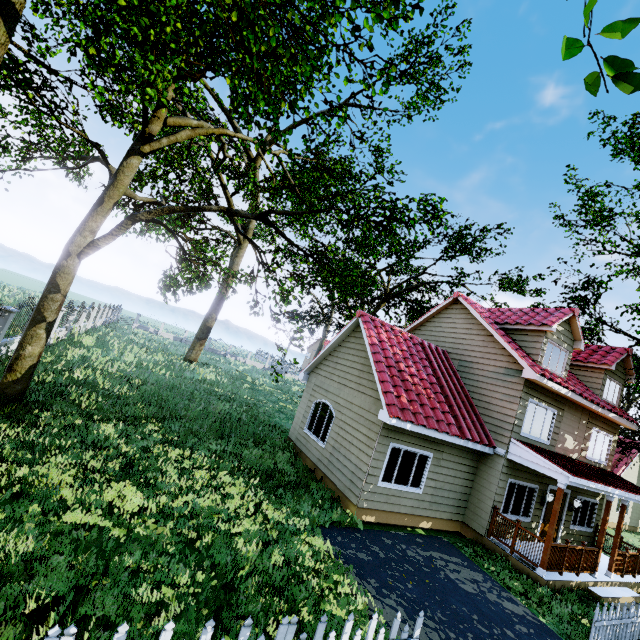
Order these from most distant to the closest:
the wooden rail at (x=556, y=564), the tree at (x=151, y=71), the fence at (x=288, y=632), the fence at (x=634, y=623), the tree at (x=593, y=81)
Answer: the wooden rail at (x=556, y=564) < the fence at (x=634, y=623) < the tree at (x=151, y=71) < the fence at (x=288, y=632) < the tree at (x=593, y=81)

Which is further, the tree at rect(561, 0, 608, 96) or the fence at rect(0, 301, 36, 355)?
the fence at rect(0, 301, 36, 355)

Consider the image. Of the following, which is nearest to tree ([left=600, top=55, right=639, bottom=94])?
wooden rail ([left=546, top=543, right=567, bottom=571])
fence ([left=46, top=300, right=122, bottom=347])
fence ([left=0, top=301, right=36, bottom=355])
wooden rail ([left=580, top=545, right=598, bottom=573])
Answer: fence ([left=0, top=301, right=36, bottom=355])

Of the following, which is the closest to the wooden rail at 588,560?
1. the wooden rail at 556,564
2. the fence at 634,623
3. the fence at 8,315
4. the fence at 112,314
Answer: the wooden rail at 556,564

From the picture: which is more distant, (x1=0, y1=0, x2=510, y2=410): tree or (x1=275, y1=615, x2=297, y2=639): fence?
(x1=0, y1=0, x2=510, y2=410): tree

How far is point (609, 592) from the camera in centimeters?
1062cm

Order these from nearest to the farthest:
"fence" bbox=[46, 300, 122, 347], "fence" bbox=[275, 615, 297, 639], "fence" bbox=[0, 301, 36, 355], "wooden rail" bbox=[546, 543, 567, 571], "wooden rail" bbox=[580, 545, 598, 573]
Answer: "fence" bbox=[275, 615, 297, 639] < "wooden rail" bbox=[546, 543, 567, 571] < "wooden rail" bbox=[580, 545, 598, 573] < "fence" bbox=[0, 301, 36, 355] < "fence" bbox=[46, 300, 122, 347]

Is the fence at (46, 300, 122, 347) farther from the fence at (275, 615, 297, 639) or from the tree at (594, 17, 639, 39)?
the tree at (594, 17, 639, 39)
